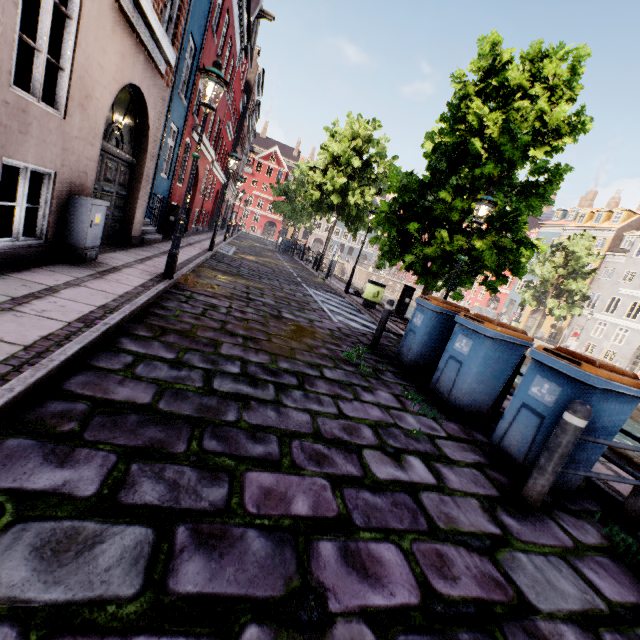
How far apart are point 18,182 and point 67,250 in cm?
519

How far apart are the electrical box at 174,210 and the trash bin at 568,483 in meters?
12.5

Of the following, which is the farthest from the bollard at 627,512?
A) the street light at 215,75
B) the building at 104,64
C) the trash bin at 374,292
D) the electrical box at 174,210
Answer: the electrical box at 174,210

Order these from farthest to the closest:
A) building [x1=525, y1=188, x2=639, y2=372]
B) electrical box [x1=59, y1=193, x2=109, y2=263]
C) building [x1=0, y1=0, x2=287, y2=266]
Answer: building [x1=525, y1=188, x2=639, y2=372] < electrical box [x1=59, y1=193, x2=109, y2=263] < building [x1=0, y1=0, x2=287, y2=266]

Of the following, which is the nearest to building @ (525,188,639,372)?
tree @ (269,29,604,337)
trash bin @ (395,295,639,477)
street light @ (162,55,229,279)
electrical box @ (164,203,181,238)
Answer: electrical box @ (164,203,181,238)

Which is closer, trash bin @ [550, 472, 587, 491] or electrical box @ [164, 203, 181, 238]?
trash bin @ [550, 472, 587, 491]

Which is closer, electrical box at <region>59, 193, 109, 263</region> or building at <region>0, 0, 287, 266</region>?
building at <region>0, 0, 287, 266</region>

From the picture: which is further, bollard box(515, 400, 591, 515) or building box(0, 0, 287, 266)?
building box(0, 0, 287, 266)
